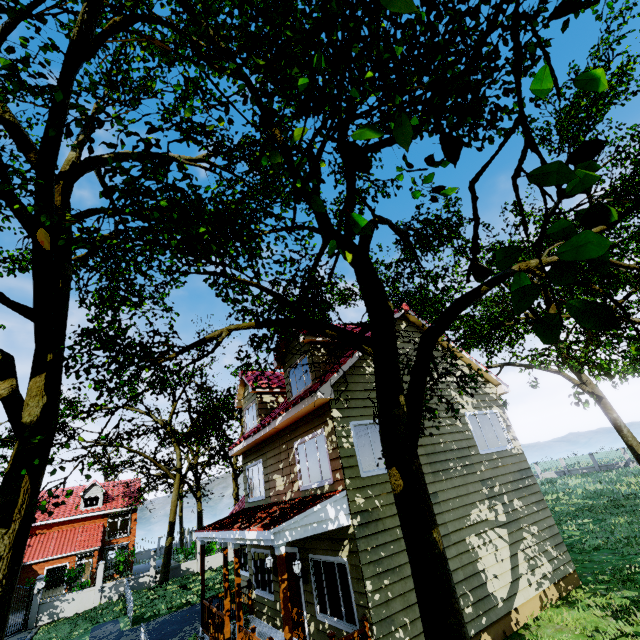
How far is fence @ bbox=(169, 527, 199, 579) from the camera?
24.2m

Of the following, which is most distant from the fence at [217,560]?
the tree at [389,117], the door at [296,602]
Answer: the door at [296,602]

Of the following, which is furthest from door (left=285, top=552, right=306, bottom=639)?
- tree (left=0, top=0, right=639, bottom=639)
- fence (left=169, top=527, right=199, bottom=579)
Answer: fence (left=169, top=527, right=199, bottom=579)

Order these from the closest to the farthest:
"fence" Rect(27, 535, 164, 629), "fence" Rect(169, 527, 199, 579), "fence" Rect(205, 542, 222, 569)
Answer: "fence" Rect(27, 535, 164, 629), "fence" Rect(169, 527, 199, 579), "fence" Rect(205, 542, 222, 569)

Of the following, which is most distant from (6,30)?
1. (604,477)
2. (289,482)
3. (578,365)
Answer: (604,477)

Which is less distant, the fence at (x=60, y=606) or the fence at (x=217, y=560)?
the fence at (x=60, y=606)

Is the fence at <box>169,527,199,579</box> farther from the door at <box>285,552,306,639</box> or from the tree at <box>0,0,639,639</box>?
the door at <box>285,552,306,639</box>
